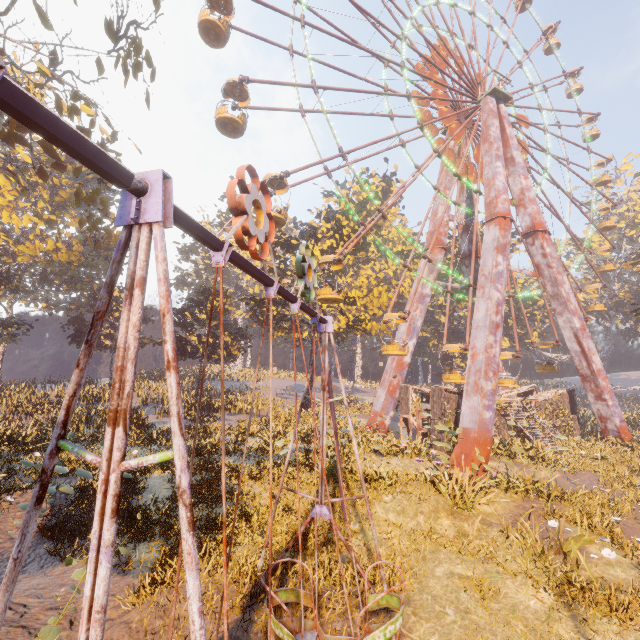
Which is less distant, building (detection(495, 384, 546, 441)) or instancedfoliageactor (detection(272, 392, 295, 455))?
instancedfoliageactor (detection(272, 392, 295, 455))

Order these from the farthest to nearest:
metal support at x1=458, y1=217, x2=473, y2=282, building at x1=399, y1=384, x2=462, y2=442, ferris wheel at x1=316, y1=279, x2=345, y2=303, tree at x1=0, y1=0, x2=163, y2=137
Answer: metal support at x1=458, y1=217, x2=473, y2=282
building at x1=399, y1=384, x2=462, y2=442
ferris wheel at x1=316, y1=279, x2=345, y2=303
tree at x1=0, y1=0, x2=163, y2=137

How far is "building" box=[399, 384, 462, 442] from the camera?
19.0m

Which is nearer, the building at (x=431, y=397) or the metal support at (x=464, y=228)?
the building at (x=431, y=397)

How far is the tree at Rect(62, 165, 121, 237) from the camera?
16.0m

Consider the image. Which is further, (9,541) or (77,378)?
(9,541)

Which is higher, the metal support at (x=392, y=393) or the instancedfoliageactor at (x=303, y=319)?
the instancedfoliageactor at (x=303, y=319)

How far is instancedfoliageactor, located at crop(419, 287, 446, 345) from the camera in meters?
48.7 m
